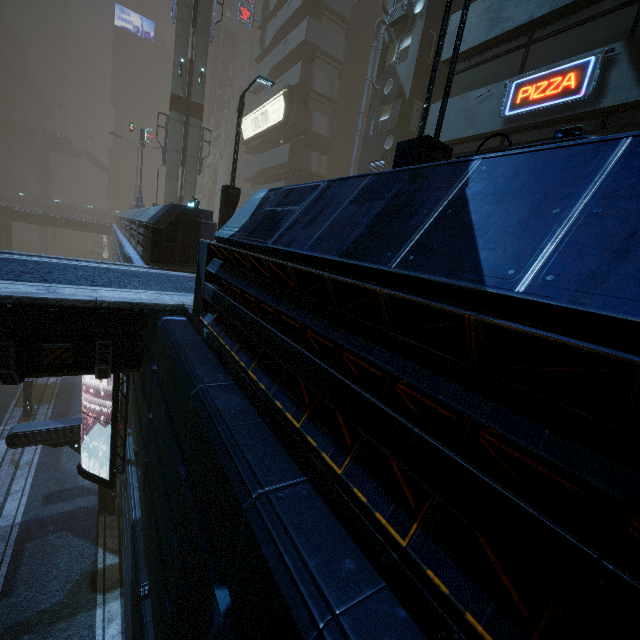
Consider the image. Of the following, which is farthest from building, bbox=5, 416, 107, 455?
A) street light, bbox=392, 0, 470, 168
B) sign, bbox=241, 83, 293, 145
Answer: street light, bbox=392, 0, 470, 168

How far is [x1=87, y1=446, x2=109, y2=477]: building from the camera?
13.82m

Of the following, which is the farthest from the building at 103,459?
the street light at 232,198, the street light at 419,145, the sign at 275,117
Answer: the street light at 419,145

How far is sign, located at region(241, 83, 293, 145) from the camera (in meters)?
26.27

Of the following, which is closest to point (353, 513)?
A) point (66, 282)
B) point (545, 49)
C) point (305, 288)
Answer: point (305, 288)

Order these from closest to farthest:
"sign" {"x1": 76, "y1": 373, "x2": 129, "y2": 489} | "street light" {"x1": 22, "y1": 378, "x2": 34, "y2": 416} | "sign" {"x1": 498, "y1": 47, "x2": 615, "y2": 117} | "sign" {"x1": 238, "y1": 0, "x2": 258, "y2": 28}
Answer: "sign" {"x1": 498, "y1": 47, "x2": 615, "y2": 117} < "sign" {"x1": 76, "y1": 373, "x2": 129, "y2": 489} < "street light" {"x1": 22, "y1": 378, "x2": 34, "y2": 416} < "sign" {"x1": 238, "y1": 0, "x2": 258, "y2": 28}

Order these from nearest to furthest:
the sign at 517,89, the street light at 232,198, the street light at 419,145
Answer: the street light at 419,145 → the sign at 517,89 → the street light at 232,198
